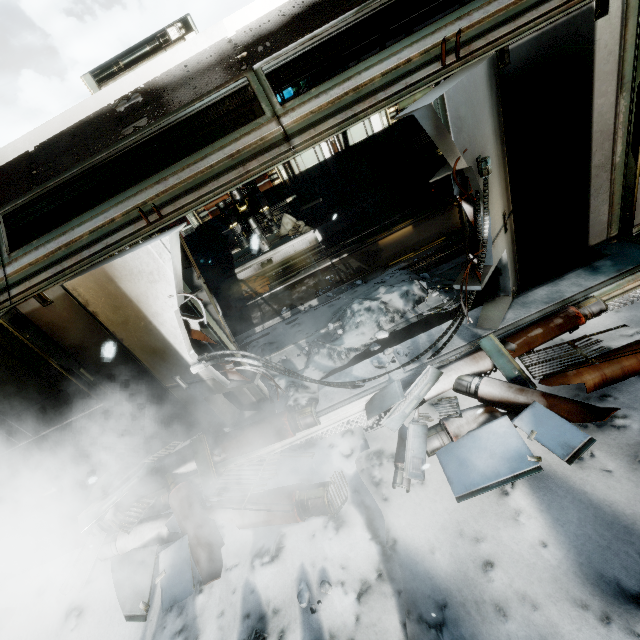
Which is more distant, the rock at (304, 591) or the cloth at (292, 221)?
the cloth at (292, 221)

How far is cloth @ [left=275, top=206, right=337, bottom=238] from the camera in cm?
1042

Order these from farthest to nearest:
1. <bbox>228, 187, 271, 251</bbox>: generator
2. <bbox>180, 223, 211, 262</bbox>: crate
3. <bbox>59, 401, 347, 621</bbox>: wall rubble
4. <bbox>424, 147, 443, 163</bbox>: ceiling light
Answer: <bbox>180, 223, 211, 262</bbox>: crate → <bbox>424, 147, 443, 163</bbox>: ceiling light → <bbox>228, 187, 271, 251</bbox>: generator → <bbox>59, 401, 347, 621</bbox>: wall rubble

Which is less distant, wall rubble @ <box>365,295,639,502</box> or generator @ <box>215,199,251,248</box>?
wall rubble @ <box>365,295,639,502</box>

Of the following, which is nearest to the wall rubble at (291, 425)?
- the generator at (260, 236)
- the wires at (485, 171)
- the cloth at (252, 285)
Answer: the wires at (485, 171)

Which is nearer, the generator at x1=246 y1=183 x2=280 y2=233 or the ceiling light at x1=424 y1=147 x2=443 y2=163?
the generator at x1=246 y1=183 x2=280 y2=233

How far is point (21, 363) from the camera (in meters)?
3.70

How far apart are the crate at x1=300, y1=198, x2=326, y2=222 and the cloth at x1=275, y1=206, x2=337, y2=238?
0.0 meters
